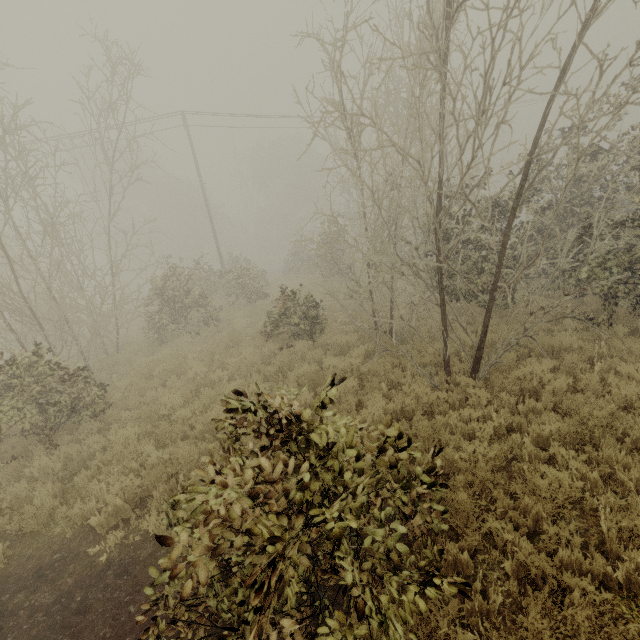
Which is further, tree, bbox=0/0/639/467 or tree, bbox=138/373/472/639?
tree, bbox=0/0/639/467

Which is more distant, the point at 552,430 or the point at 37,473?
the point at 37,473

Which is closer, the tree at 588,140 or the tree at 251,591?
the tree at 251,591
